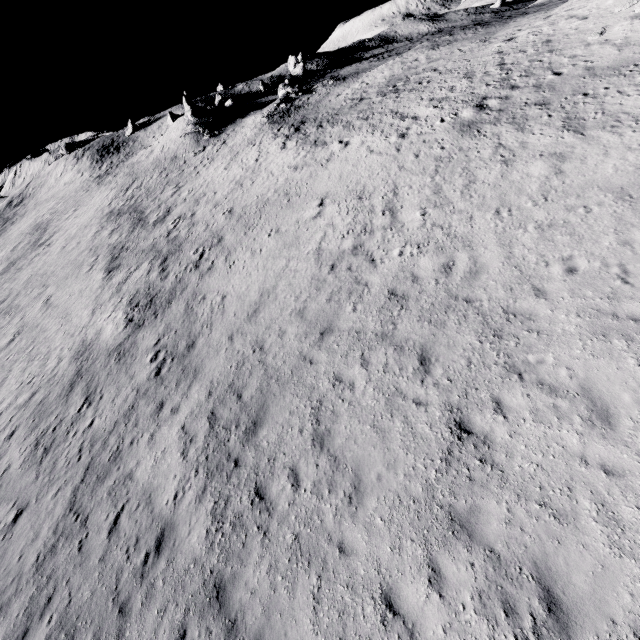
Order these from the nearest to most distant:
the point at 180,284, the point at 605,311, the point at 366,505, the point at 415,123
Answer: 1. the point at 366,505
2. the point at 605,311
3. the point at 180,284
4. the point at 415,123

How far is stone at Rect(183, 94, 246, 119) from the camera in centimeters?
4738cm

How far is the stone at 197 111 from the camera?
47.4 meters
